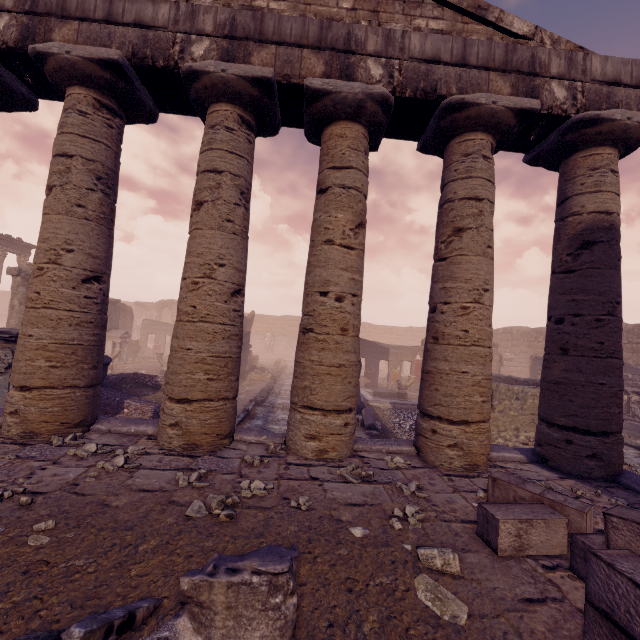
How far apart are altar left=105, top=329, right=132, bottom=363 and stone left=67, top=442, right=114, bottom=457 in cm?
1773

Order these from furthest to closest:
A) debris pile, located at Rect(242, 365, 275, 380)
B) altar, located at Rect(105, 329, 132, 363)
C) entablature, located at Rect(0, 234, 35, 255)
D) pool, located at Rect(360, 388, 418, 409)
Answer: entablature, located at Rect(0, 234, 35, 255) < altar, located at Rect(105, 329, 132, 363) < debris pile, located at Rect(242, 365, 275, 380) < pool, located at Rect(360, 388, 418, 409)

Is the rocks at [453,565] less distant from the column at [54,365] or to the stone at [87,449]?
the stone at [87,449]

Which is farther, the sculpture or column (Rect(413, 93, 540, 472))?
the sculpture

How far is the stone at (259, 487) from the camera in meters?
3.4 m

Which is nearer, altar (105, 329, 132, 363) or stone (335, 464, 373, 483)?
stone (335, 464, 373, 483)

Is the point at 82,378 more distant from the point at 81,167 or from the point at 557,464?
the point at 557,464

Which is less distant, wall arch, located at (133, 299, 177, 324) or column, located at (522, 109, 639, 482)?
column, located at (522, 109, 639, 482)
